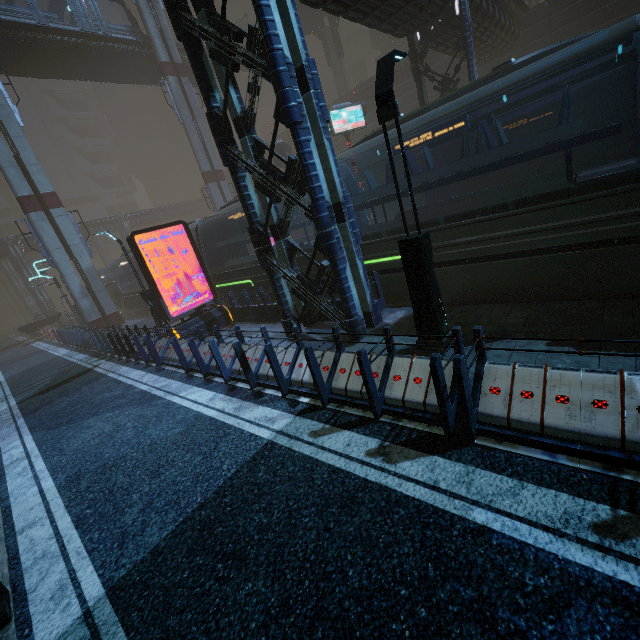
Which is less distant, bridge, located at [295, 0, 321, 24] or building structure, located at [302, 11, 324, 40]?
bridge, located at [295, 0, 321, 24]

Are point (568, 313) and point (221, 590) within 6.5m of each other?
no

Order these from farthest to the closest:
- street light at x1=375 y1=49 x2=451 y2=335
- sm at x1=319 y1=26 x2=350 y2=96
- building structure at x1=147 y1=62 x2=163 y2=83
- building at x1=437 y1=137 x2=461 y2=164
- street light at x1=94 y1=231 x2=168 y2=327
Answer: sm at x1=319 y1=26 x2=350 y2=96
building structure at x1=147 y1=62 x2=163 y2=83
building at x1=437 y1=137 x2=461 y2=164
street light at x1=94 y1=231 x2=168 y2=327
street light at x1=375 y1=49 x2=451 y2=335

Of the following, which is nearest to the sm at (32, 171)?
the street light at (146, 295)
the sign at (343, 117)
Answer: the sign at (343, 117)

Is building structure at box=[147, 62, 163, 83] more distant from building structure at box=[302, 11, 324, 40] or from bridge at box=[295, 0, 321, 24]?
bridge at box=[295, 0, 321, 24]

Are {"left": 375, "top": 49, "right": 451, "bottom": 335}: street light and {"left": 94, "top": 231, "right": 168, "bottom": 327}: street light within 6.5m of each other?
no

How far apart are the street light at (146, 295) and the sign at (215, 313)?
3.47m

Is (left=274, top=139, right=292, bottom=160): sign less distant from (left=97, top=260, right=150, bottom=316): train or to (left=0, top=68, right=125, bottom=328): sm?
(left=0, top=68, right=125, bottom=328): sm
